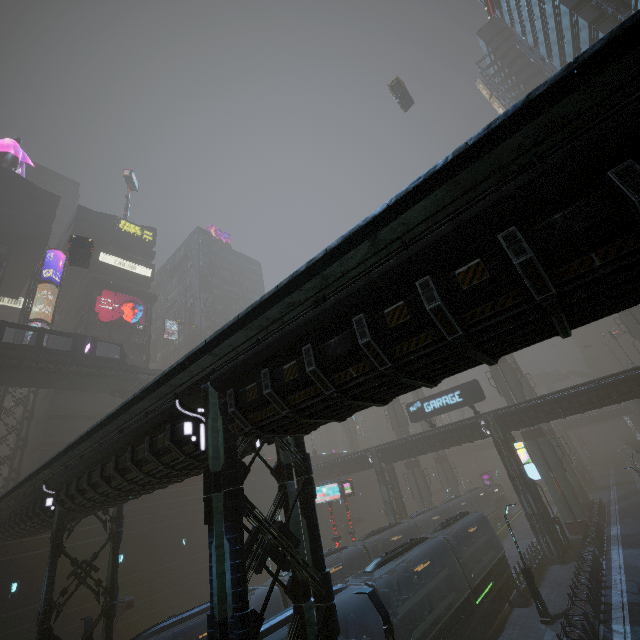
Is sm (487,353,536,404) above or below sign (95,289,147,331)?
below

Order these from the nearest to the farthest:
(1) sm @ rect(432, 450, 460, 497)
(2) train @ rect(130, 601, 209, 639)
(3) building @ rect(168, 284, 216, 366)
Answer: (2) train @ rect(130, 601, 209, 639), (1) sm @ rect(432, 450, 460, 497), (3) building @ rect(168, 284, 216, 366)

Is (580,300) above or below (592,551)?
above

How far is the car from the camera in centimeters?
2808cm

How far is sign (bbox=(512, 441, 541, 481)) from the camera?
27.58m

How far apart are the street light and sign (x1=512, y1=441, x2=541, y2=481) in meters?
10.2 m

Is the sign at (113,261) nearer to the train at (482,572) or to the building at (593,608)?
the building at (593,608)

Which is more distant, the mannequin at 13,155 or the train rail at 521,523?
the mannequin at 13,155
